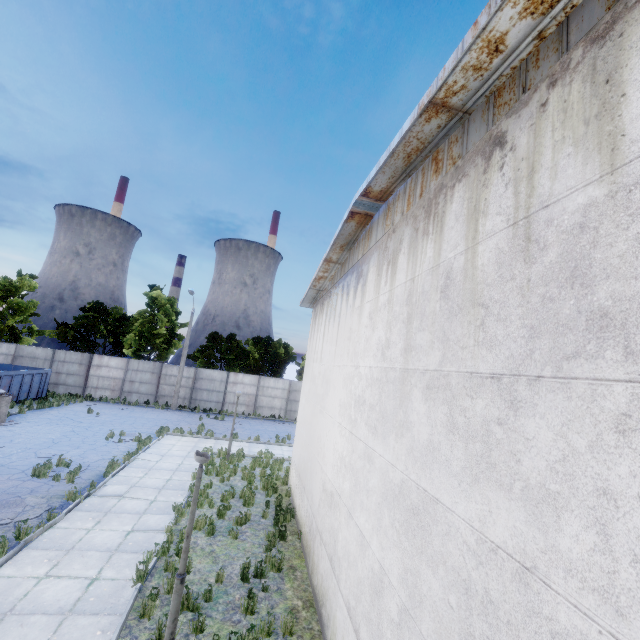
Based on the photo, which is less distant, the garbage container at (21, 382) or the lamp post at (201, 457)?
the lamp post at (201, 457)

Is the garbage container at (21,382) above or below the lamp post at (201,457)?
below

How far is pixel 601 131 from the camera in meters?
2.3 m

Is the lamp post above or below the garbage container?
above

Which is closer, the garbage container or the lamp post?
the lamp post
